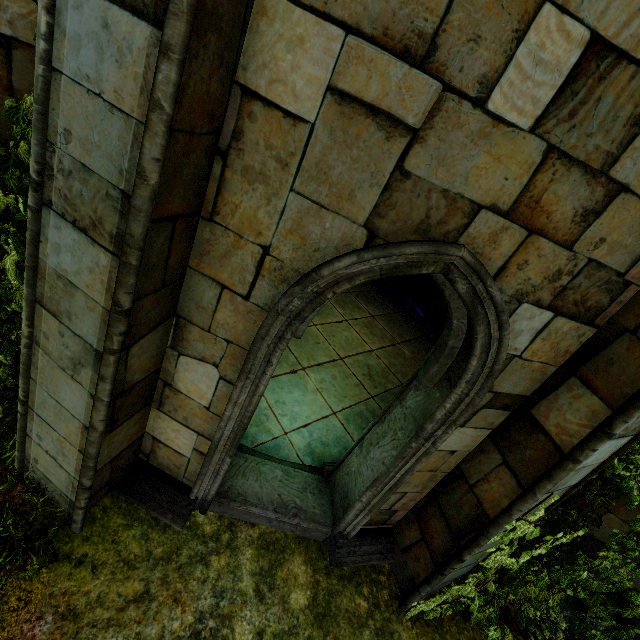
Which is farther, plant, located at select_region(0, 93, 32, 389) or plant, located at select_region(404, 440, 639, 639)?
plant, located at select_region(404, 440, 639, 639)

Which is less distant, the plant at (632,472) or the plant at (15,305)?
the plant at (15,305)

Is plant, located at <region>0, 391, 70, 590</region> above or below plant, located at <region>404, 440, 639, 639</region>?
below

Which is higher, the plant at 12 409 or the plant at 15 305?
the plant at 15 305

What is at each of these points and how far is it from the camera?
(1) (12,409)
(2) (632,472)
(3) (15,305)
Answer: (1) plant, 3.8m
(2) plant, 3.8m
(3) plant, 3.4m

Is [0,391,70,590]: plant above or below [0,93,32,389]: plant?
below
